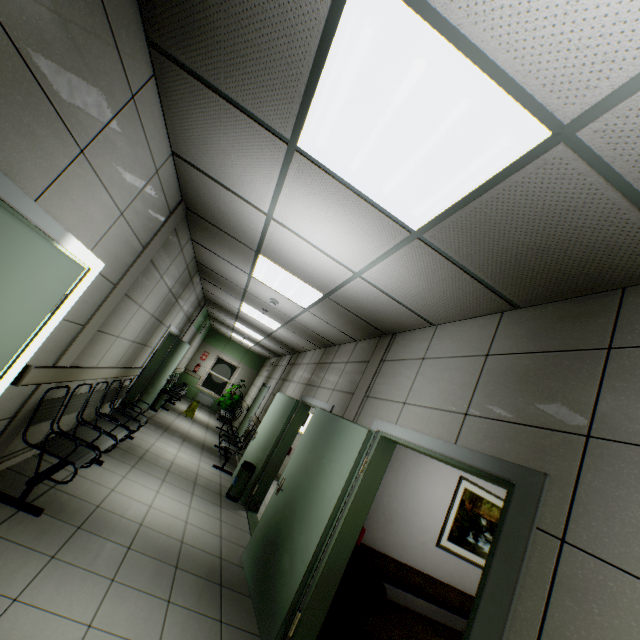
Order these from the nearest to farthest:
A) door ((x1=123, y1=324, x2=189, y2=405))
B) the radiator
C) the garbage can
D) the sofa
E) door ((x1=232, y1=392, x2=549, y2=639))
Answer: door ((x1=232, y1=392, x2=549, y2=639)) → the sofa → the garbage can → door ((x1=123, y1=324, x2=189, y2=405)) → the radiator

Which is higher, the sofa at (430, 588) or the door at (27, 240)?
the door at (27, 240)

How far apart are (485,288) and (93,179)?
2.8m

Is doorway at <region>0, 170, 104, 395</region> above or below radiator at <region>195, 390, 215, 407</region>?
above

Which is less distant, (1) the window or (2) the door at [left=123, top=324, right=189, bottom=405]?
(2) the door at [left=123, top=324, right=189, bottom=405]

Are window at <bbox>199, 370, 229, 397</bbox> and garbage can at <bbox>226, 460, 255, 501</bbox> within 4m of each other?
no

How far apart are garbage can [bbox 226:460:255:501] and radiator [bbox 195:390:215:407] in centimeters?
917cm

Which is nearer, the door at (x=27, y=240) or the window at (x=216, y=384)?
the door at (x=27, y=240)
